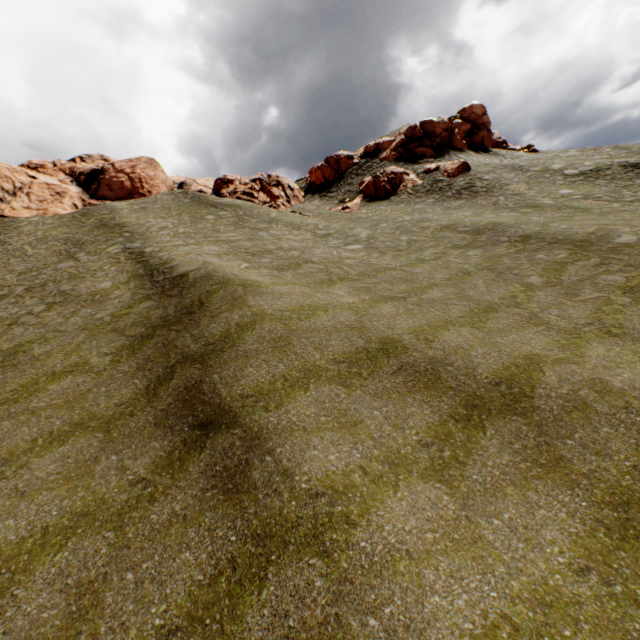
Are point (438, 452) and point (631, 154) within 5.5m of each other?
no

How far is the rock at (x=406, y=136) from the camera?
42.78m

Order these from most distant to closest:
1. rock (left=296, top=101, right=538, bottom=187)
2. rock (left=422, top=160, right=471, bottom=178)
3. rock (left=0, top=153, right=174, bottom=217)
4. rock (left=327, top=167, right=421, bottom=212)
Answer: rock (left=296, top=101, right=538, bottom=187)
rock (left=327, top=167, right=421, bottom=212)
rock (left=422, top=160, right=471, bottom=178)
rock (left=0, top=153, right=174, bottom=217)

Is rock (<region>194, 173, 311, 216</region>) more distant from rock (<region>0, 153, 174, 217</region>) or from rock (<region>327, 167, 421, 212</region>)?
rock (<region>0, 153, 174, 217</region>)

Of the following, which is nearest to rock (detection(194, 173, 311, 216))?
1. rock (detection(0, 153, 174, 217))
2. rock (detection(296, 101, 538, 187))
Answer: rock (detection(296, 101, 538, 187))

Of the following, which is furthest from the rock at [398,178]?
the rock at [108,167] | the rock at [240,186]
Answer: the rock at [108,167]

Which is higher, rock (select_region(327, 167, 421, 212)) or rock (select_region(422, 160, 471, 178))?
rock (select_region(327, 167, 421, 212))
